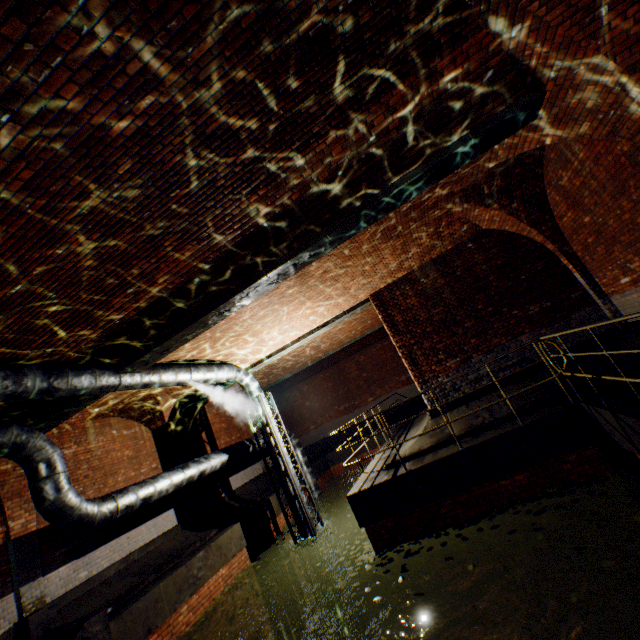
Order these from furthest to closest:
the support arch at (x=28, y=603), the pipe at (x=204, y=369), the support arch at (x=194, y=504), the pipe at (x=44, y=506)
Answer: the support arch at (x=194, y=504), the support arch at (x=28, y=603), the pipe at (x=44, y=506), the pipe at (x=204, y=369)

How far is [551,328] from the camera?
8.1m

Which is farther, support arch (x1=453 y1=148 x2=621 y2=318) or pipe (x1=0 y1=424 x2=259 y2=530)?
support arch (x1=453 y1=148 x2=621 y2=318)

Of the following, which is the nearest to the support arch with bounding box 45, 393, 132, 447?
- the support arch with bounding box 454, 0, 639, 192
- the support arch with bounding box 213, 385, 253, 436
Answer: the support arch with bounding box 213, 385, 253, 436

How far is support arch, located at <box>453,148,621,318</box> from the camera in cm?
728

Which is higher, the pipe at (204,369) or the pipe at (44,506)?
the pipe at (204,369)

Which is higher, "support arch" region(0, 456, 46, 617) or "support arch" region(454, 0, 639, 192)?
"support arch" region(454, 0, 639, 192)

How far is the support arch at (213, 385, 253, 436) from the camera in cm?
1543
